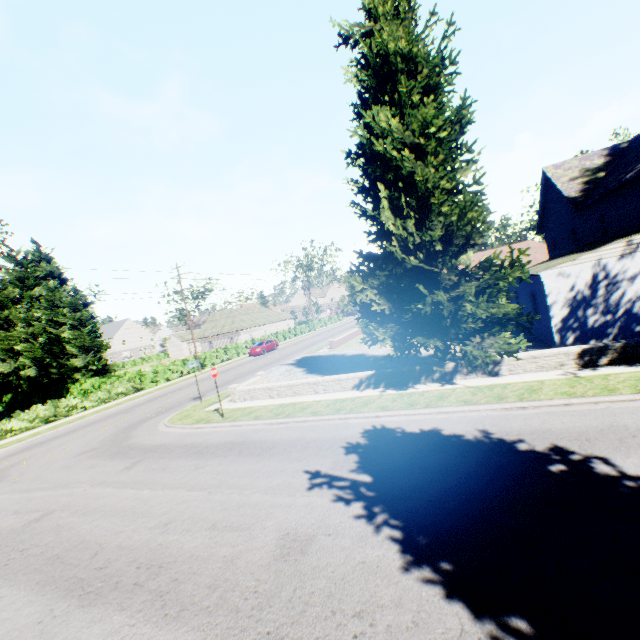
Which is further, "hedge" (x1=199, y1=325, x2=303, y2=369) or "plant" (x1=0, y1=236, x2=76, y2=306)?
"plant" (x1=0, y1=236, x2=76, y2=306)

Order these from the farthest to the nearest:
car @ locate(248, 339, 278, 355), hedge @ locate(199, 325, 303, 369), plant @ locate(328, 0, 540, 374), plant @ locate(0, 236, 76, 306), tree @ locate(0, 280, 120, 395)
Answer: plant @ locate(0, 236, 76, 306) → car @ locate(248, 339, 278, 355) → hedge @ locate(199, 325, 303, 369) → tree @ locate(0, 280, 120, 395) → plant @ locate(328, 0, 540, 374)

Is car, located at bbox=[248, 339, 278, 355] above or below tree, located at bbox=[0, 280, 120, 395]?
below

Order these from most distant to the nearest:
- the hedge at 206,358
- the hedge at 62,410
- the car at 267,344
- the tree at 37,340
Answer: the car at 267,344 < the hedge at 206,358 < the tree at 37,340 < the hedge at 62,410

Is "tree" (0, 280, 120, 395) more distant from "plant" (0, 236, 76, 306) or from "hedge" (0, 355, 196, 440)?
"plant" (0, 236, 76, 306)

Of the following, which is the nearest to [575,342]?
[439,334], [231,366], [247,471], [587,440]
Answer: [439,334]

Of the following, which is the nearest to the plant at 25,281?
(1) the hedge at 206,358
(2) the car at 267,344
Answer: (1) the hedge at 206,358
